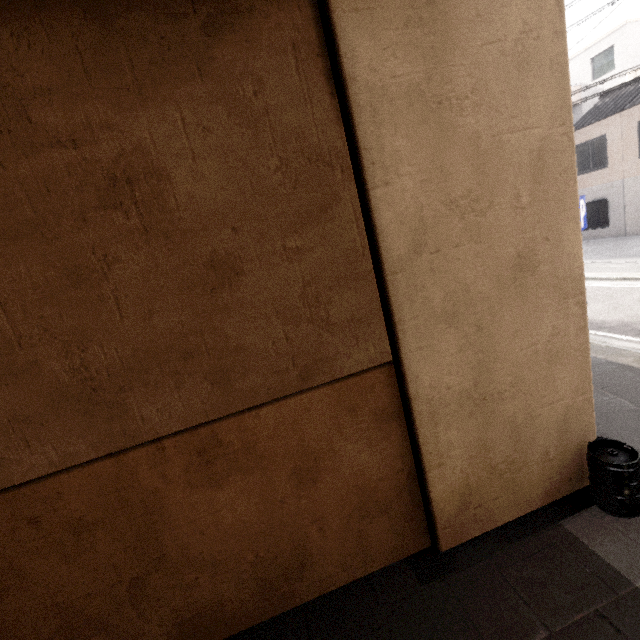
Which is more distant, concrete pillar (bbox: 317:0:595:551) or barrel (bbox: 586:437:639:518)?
barrel (bbox: 586:437:639:518)

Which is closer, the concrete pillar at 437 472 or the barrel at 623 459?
the concrete pillar at 437 472

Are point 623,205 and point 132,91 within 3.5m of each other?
no
